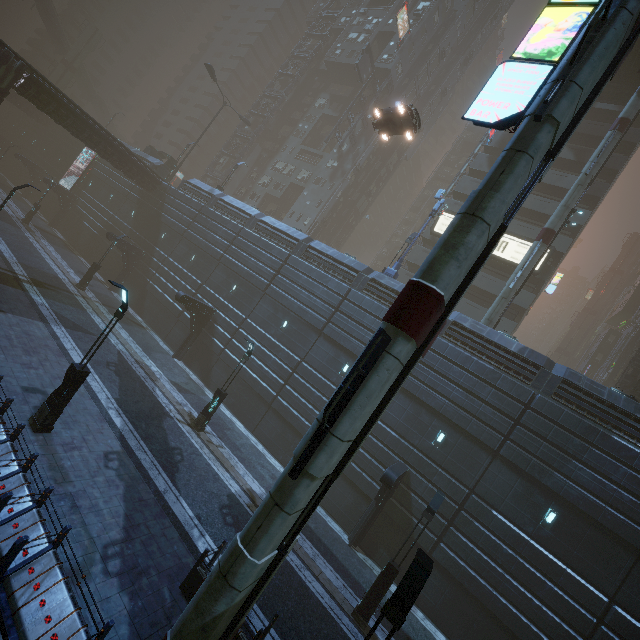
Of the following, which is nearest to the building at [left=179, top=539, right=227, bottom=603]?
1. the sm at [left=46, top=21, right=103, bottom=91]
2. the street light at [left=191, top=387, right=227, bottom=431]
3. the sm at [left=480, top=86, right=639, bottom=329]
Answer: the sm at [left=480, top=86, right=639, bottom=329]

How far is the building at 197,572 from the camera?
8.8 meters

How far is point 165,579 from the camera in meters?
9.0

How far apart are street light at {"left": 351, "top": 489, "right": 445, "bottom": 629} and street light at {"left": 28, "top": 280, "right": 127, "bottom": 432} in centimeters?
1272cm

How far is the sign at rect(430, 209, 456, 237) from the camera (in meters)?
32.31

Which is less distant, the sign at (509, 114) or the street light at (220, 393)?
the sign at (509, 114)

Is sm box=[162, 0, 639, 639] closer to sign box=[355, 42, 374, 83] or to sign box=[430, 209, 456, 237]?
sign box=[430, 209, 456, 237]
